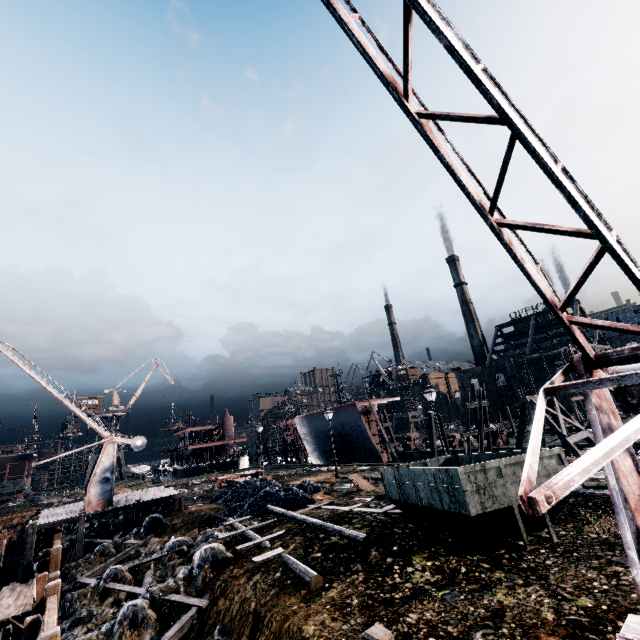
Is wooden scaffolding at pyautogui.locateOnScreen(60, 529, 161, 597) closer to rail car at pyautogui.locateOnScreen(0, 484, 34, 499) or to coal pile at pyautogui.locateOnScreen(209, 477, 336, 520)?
coal pile at pyautogui.locateOnScreen(209, 477, 336, 520)

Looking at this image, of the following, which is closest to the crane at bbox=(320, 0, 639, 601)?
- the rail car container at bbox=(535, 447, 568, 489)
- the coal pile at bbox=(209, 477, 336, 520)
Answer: the rail car container at bbox=(535, 447, 568, 489)

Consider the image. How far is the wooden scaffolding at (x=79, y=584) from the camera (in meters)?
14.86

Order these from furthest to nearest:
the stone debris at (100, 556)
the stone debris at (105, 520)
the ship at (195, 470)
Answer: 1. the ship at (195, 470)
2. the stone debris at (105, 520)
3. the stone debris at (100, 556)

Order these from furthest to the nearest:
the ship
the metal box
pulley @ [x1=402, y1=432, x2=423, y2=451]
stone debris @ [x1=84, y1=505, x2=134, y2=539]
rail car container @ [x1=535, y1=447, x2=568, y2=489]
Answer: the ship
pulley @ [x1=402, y1=432, x2=423, y2=451]
stone debris @ [x1=84, y1=505, x2=134, y2=539]
rail car container @ [x1=535, y1=447, x2=568, y2=489]
the metal box

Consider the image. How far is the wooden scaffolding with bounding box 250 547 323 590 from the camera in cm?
842

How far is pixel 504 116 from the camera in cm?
361

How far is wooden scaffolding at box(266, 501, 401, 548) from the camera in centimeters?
984cm
